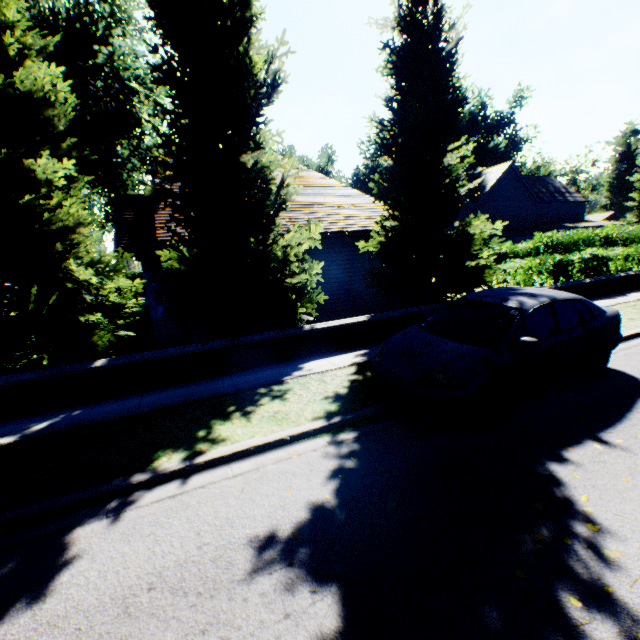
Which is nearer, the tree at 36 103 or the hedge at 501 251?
→ the tree at 36 103

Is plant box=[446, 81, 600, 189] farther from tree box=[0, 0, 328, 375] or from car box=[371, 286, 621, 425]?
car box=[371, 286, 621, 425]

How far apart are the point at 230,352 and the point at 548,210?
56.2m

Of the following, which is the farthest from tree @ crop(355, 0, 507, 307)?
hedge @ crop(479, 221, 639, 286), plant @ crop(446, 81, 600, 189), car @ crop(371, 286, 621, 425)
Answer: car @ crop(371, 286, 621, 425)

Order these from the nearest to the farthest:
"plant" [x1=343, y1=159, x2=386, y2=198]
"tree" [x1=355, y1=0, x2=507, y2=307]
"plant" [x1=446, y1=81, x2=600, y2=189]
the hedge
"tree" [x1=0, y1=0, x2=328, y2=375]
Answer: "tree" [x1=0, y1=0, x2=328, y2=375] < "tree" [x1=355, y1=0, x2=507, y2=307] < the hedge < "plant" [x1=446, y1=81, x2=600, y2=189] < "plant" [x1=343, y1=159, x2=386, y2=198]

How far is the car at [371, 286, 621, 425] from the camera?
4.5m

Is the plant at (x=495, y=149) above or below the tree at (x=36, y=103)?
above
